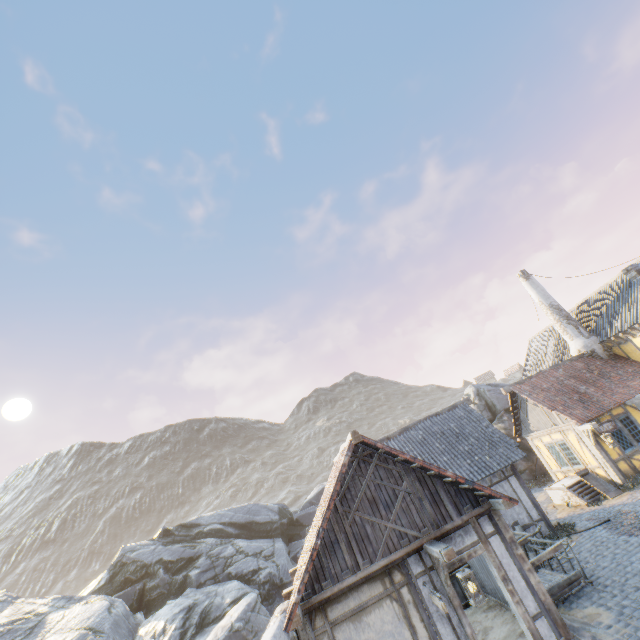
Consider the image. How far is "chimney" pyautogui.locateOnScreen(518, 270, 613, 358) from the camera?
19.0m

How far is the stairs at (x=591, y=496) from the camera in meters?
14.4 m

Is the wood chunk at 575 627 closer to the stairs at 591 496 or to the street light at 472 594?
the street light at 472 594

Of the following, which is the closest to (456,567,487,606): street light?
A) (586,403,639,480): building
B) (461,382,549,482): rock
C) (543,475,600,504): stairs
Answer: (461,382,549,482): rock

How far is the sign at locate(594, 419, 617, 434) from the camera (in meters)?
14.73

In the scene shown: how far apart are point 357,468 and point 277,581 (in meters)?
15.95

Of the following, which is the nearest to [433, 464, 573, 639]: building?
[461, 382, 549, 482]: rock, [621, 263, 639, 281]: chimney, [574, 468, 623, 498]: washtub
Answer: [461, 382, 549, 482]: rock

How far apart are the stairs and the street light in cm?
1147
